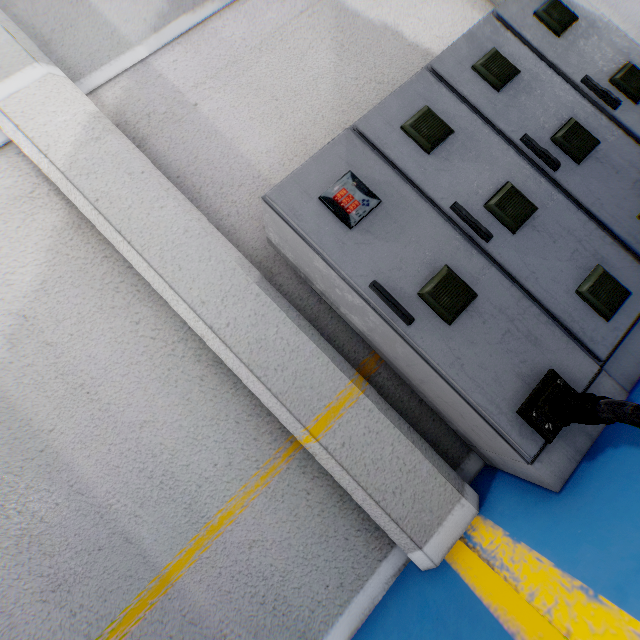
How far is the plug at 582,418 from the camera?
1.4m

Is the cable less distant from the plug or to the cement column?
the plug

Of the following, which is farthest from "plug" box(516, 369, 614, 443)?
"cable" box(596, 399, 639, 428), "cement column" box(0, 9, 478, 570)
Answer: "cement column" box(0, 9, 478, 570)

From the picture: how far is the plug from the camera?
1.4m

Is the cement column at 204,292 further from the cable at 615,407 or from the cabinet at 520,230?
the cable at 615,407

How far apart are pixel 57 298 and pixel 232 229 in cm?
125

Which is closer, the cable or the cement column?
the cable
